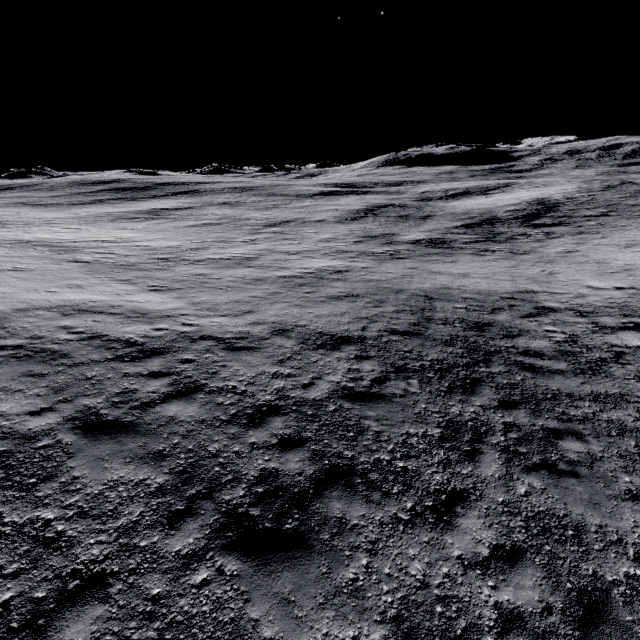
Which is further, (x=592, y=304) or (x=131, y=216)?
(x=131, y=216)
